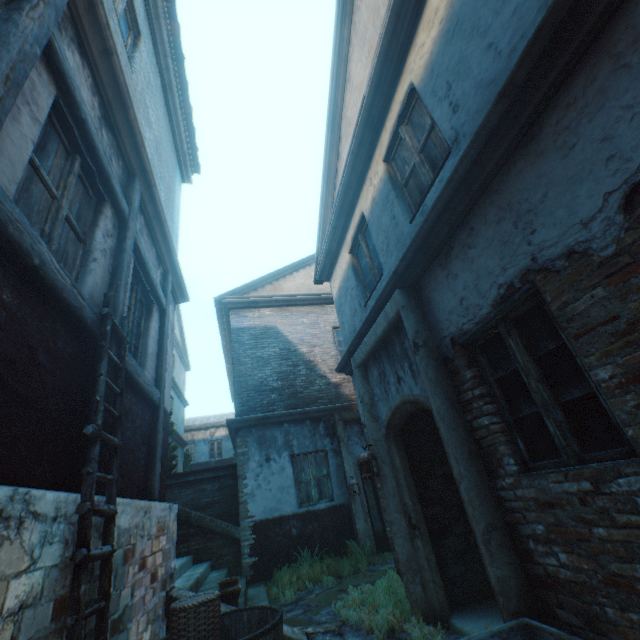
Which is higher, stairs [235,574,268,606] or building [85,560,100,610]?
building [85,560,100,610]

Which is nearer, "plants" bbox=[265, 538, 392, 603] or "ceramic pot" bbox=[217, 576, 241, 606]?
"ceramic pot" bbox=[217, 576, 241, 606]

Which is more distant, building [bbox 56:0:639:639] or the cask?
the cask

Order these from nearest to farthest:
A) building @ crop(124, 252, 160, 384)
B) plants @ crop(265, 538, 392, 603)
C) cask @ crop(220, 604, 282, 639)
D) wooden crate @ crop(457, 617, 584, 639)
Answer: wooden crate @ crop(457, 617, 584, 639) → cask @ crop(220, 604, 282, 639) → building @ crop(124, 252, 160, 384) → plants @ crop(265, 538, 392, 603)

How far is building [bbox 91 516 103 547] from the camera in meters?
2.4 m

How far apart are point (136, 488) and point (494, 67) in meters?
5.6 m

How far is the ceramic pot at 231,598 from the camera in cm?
472

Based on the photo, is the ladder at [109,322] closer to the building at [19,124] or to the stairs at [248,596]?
the building at [19,124]
